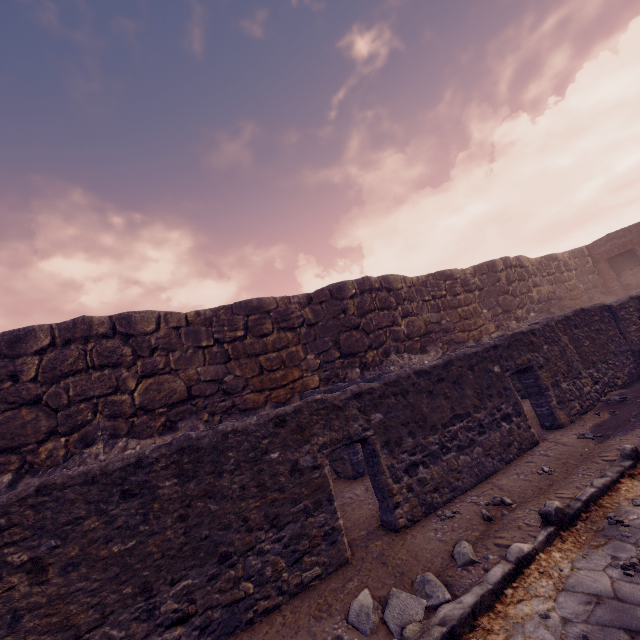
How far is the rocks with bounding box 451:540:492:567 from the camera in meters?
3.2 m

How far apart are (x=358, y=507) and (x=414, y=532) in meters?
1.4 m

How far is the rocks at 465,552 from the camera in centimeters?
315cm
